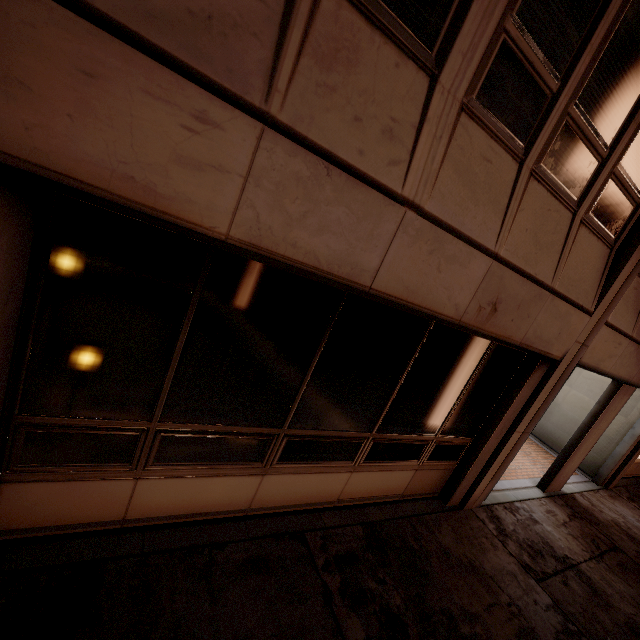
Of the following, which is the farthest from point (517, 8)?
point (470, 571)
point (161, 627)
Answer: point (470, 571)
